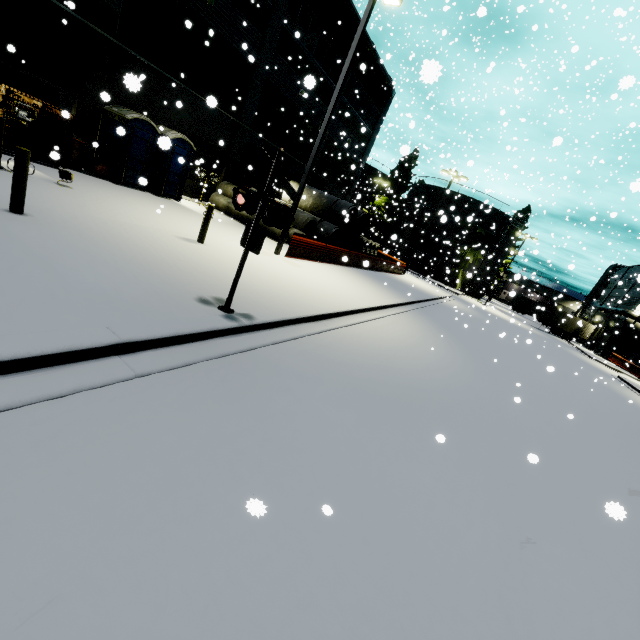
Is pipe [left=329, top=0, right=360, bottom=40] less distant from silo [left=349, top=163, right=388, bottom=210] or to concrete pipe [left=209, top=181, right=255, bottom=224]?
silo [left=349, top=163, right=388, bottom=210]

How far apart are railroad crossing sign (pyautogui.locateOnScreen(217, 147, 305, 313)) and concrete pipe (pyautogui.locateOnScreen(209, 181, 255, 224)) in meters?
11.8

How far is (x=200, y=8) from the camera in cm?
1466

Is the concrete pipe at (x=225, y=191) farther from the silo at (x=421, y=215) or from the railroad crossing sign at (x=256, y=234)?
the railroad crossing sign at (x=256, y=234)

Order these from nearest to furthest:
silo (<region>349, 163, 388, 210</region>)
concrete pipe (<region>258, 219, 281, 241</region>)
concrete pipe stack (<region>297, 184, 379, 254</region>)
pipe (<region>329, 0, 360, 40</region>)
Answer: concrete pipe (<region>258, 219, 281, 241</region>)
pipe (<region>329, 0, 360, 40</region>)
concrete pipe stack (<region>297, 184, 379, 254</region>)
silo (<region>349, 163, 388, 210</region>)

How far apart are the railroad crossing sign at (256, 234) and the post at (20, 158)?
3.81m

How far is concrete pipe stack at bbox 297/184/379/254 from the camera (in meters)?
21.66

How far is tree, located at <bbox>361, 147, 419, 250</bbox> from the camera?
49.0m
